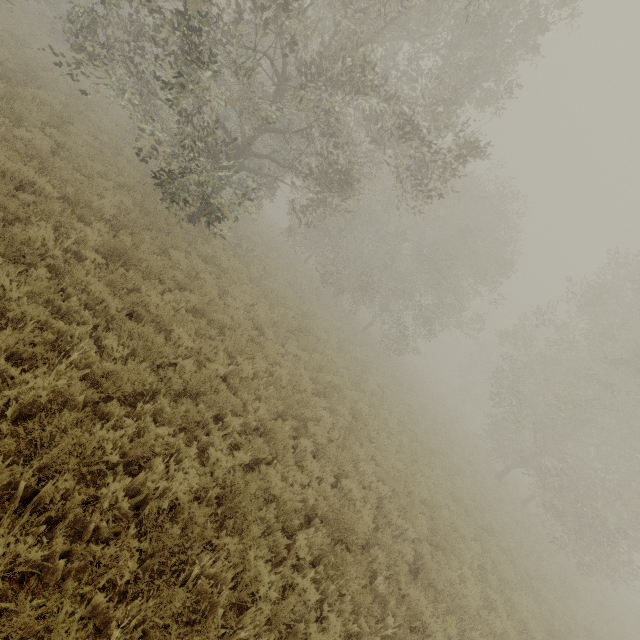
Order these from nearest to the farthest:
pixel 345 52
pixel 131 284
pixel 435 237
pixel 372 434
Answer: pixel 131 284 < pixel 372 434 < pixel 345 52 < pixel 435 237
